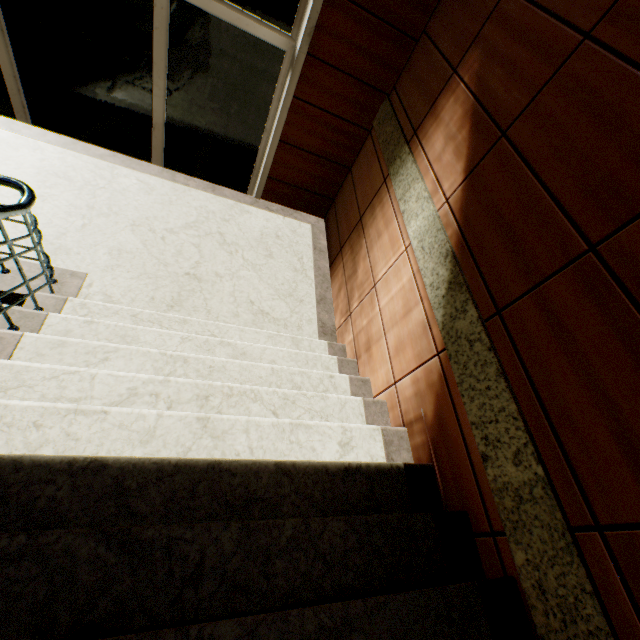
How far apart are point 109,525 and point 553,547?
1.8m
